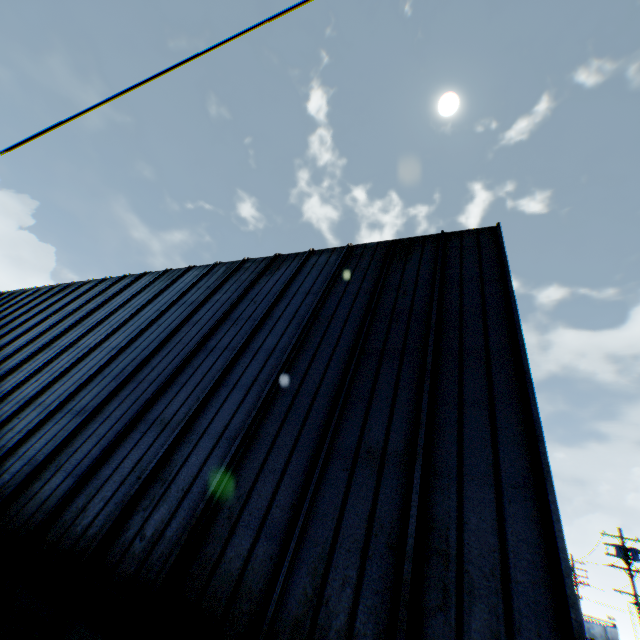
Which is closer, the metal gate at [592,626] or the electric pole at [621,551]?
the electric pole at [621,551]

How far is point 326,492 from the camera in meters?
4.4 m

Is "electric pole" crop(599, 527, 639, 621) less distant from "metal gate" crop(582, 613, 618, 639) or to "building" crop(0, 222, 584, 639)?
"building" crop(0, 222, 584, 639)

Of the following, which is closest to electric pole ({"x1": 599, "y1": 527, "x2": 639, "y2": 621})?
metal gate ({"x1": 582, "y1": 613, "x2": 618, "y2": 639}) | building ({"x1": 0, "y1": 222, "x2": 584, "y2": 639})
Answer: building ({"x1": 0, "y1": 222, "x2": 584, "y2": 639})

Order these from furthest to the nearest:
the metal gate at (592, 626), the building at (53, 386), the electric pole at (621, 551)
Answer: the metal gate at (592, 626)
the electric pole at (621, 551)
the building at (53, 386)

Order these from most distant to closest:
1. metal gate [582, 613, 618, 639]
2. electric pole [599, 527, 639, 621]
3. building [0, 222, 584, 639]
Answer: metal gate [582, 613, 618, 639], electric pole [599, 527, 639, 621], building [0, 222, 584, 639]

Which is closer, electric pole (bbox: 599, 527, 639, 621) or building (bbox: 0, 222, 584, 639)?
building (bbox: 0, 222, 584, 639)
